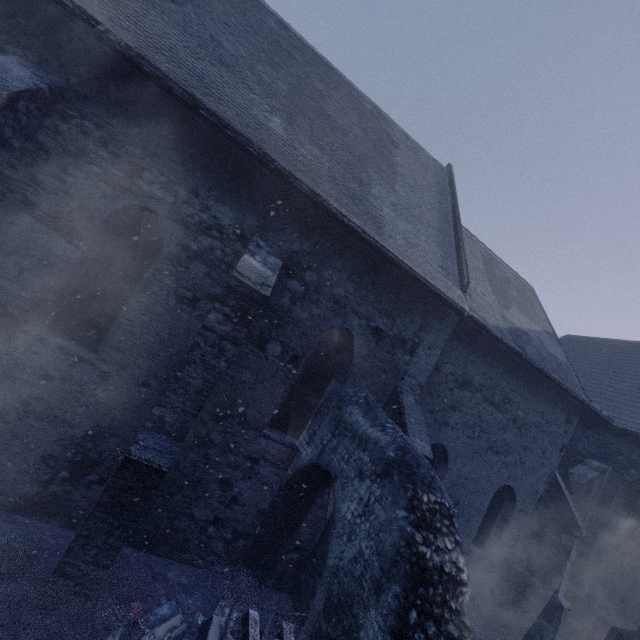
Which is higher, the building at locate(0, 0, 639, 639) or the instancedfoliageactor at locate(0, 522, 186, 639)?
the building at locate(0, 0, 639, 639)

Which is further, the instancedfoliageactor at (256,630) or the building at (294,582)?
the building at (294,582)

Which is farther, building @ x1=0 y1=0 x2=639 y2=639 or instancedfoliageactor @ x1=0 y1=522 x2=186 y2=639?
building @ x1=0 y1=0 x2=639 y2=639

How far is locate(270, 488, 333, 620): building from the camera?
6.27m

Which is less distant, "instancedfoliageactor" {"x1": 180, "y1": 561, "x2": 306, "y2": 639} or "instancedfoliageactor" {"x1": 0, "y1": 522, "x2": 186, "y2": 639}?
"instancedfoliageactor" {"x1": 0, "y1": 522, "x2": 186, "y2": 639}

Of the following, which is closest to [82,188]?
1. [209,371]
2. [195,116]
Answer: [195,116]

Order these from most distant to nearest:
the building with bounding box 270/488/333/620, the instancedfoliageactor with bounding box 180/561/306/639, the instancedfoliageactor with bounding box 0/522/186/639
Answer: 1. the building with bounding box 270/488/333/620
2. the instancedfoliageactor with bounding box 180/561/306/639
3. the instancedfoliageactor with bounding box 0/522/186/639

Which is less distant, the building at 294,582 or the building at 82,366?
the building at 82,366
